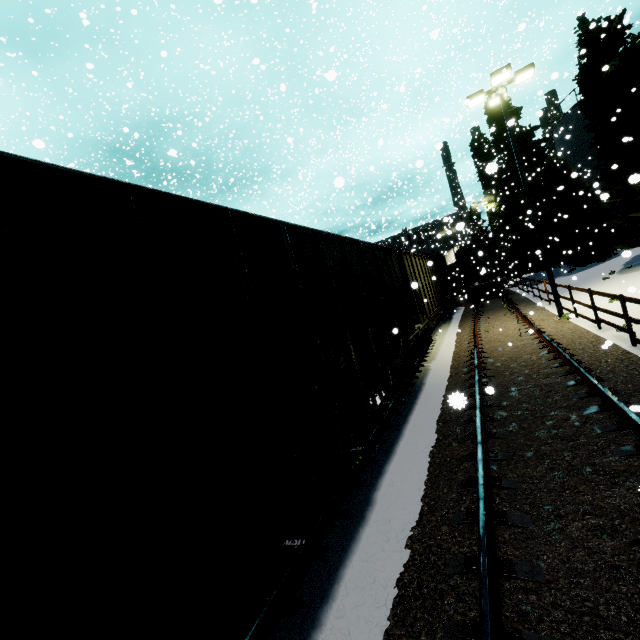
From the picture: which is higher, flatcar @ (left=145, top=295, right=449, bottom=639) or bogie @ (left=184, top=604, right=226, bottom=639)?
flatcar @ (left=145, top=295, right=449, bottom=639)

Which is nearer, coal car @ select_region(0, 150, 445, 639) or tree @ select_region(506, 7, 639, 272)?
coal car @ select_region(0, 150, 445, 639)

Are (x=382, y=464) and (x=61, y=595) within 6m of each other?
yes

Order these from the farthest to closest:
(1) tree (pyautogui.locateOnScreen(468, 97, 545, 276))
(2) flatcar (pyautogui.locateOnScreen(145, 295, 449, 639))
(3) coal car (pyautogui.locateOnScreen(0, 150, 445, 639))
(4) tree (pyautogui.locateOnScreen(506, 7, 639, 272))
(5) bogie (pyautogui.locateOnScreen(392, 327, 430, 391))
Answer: (1) tree (pyautogui.locateOnScreen(468, 97, 545, 276)) < (4) tree (pyautogui.locateOnScreen(506, 7, 639, 272)) < (5) bogie (pyautogui.locateOnScreen(392, 327, 430, 391)) < (2) flatcar (pyautogui.locateOnScreen(145, 295, 449, 639)) < (3) coal car (pyautogui.locateOnScreen(0, 150, 445, 639))

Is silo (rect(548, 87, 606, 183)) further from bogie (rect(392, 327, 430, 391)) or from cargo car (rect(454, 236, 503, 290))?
bogie (rect(392, 327, 430, 391))

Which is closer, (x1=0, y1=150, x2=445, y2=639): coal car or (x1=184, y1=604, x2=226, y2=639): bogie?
(x1=0, y1=150, x2=445, y2=639): coal car

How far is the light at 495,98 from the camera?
12.30m

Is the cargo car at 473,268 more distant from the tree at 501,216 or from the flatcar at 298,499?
the flatcar at 298,499
